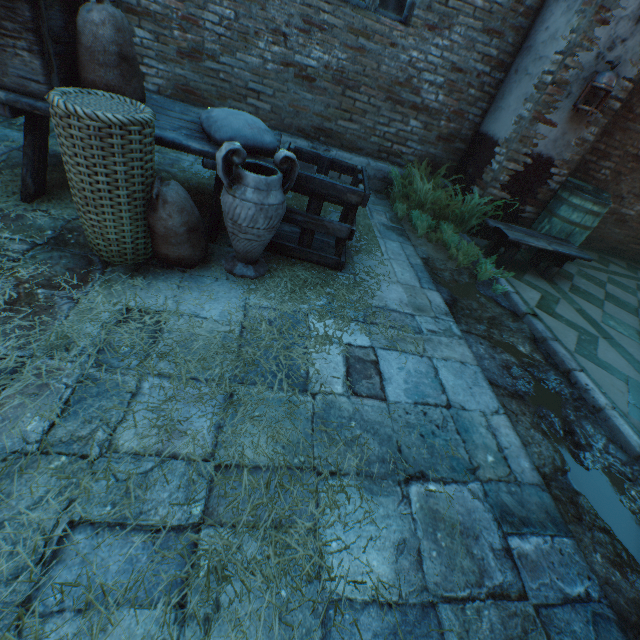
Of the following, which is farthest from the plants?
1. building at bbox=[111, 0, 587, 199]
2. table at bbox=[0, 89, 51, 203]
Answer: table at bbox=[0, 89, 51, 203]

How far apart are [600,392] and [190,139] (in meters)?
3.73

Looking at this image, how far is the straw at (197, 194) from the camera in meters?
3.2 m

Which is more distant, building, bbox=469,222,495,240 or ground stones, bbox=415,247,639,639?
building, bbox=469,222,495,240

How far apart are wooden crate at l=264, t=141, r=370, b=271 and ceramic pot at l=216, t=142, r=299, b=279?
0.1 meters

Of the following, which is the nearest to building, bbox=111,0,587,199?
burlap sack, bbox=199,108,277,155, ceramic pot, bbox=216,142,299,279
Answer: burlap sack, bbox=199,108,277,155

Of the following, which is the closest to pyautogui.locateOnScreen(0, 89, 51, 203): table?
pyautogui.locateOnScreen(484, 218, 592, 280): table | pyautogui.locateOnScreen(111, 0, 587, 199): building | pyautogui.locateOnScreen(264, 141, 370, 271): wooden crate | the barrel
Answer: pyautogui.locateOnScreen(264, 141, 370, 271): wooden crate

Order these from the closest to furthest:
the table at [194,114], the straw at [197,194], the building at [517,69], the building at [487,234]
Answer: the table at [194,114], the straw at [197,194], the building at [517,69], the building at [487,234]
